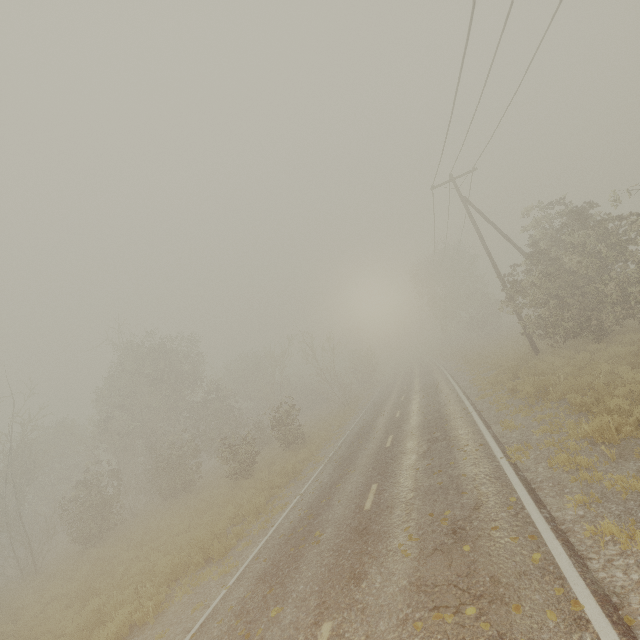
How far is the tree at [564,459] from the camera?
6.21m

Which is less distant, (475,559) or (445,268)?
(475,559)

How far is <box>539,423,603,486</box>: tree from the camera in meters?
6.2 m

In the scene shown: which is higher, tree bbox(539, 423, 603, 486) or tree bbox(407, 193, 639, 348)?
tree bbox(407, 193, 639, 348)

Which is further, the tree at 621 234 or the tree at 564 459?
the tree at 621 234

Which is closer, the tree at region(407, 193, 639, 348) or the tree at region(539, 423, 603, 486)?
the tree at region(539, 423, 603, 486)
